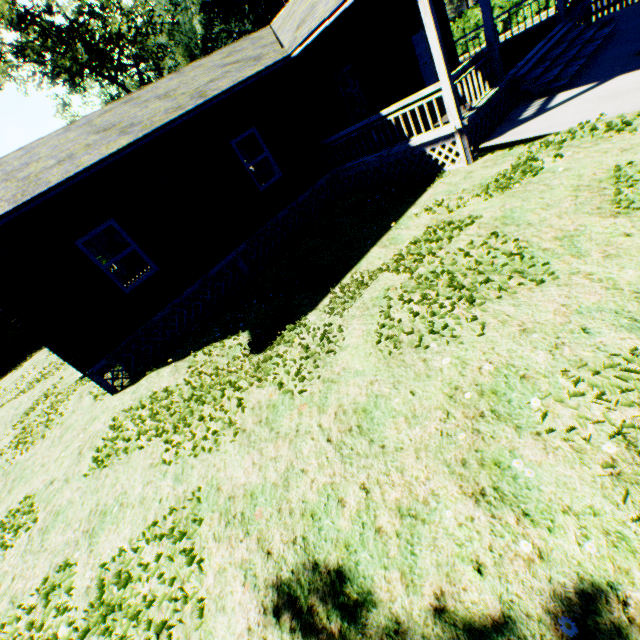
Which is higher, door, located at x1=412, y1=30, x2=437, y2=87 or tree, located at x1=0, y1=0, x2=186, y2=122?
tree, located at x1=0, y1=0, x2=186, y2=122

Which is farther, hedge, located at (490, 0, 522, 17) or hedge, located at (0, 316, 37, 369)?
hedge, located at (490, 0, 522, 17)

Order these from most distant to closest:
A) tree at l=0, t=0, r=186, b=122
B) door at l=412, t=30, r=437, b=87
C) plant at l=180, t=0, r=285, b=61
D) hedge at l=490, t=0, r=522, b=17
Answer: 1. plant at l=180, t=0, r=285, b=61
2. hedge at l=490, t=0, r=522, b=17
3. tree at l=0, t=0, r=186, b=122
4. door at l=412, t=30, r=437, b=87

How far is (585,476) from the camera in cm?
241

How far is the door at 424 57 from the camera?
13.7m

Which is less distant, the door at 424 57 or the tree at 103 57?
the door at 424 57

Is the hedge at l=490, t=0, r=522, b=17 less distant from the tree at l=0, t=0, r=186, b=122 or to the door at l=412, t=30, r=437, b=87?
the tree at l=0, t=0, r=186, b=122

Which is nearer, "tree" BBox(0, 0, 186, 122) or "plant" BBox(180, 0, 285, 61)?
"tree" BBox(0, 0, 186, 122)
